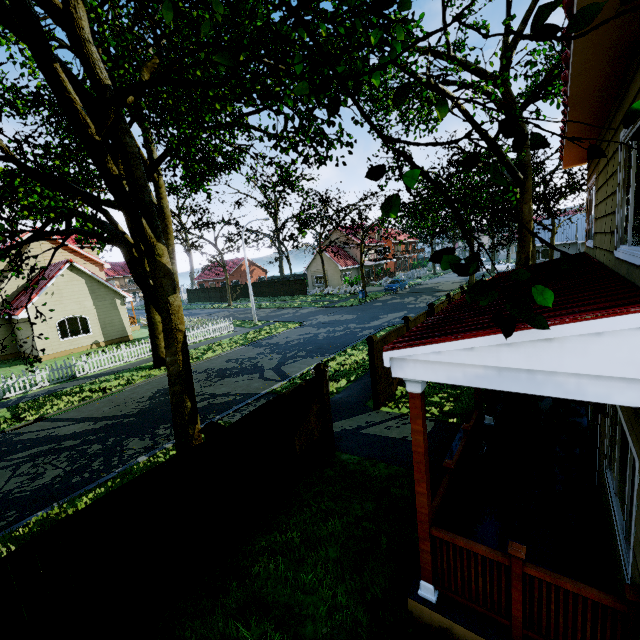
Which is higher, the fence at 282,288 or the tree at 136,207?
the tree at 136,207

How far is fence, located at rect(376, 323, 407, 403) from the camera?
9.73m

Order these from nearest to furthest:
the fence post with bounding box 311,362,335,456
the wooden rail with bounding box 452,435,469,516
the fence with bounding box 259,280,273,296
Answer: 1. the wooden rail with bounding box 452,435,469,516
2. the fence post with bounding box 311,362,335,456
3. the fence with bounding box 259,280,273,296

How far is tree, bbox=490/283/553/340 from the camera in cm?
181

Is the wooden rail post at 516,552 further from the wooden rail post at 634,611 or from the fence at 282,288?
the fence at 282,288

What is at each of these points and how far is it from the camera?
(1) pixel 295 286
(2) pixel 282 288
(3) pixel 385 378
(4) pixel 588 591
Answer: (1) fence, 45.7m
(2) fence, 47.3m
(3) fence, 10.0m
(4) wooden rail, 2.8m
